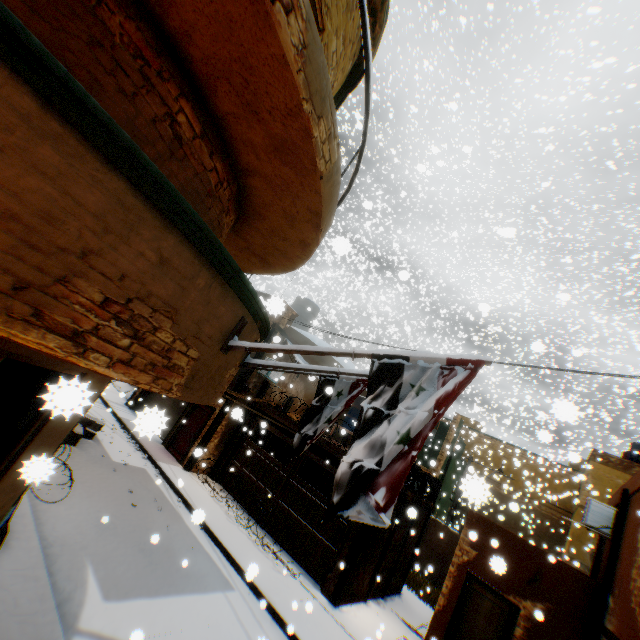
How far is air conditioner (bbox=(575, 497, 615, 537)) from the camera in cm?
966

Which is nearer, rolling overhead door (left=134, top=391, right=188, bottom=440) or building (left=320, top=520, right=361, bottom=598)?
rolling overhead door (left=134, top=391, right=188, bottom=440)

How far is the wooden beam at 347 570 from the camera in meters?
9.0 m

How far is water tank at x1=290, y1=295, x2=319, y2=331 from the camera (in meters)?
18.31

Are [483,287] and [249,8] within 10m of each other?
no

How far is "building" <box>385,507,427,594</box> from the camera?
12.3 meters

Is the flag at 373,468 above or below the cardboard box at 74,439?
above

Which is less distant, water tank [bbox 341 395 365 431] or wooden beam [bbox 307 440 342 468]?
wooden beam [bbox 307 440 342 468]
